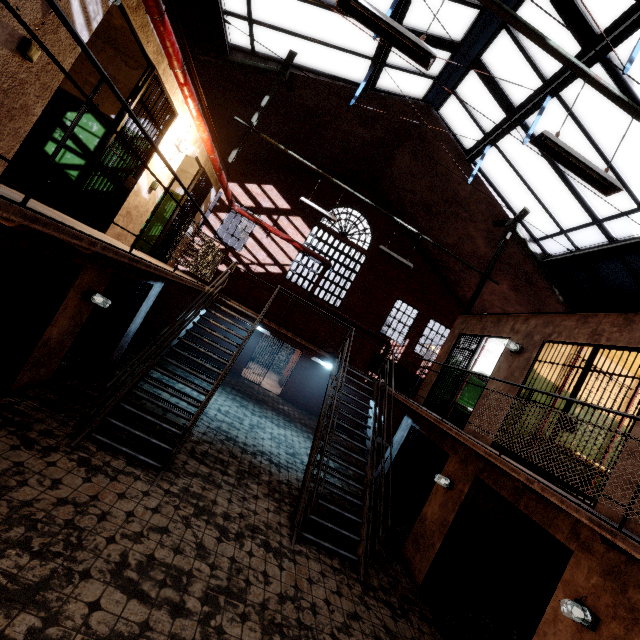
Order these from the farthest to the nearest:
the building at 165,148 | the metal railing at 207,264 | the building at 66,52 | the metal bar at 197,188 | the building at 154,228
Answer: the building at 154,228, the metal bar at 197,188, the building at 165,148, the building at 66,52, the metal railing at 207,264

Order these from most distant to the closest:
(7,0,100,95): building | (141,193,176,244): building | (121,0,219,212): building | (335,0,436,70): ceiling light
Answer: (141,193,176,244): building
(121,0,219,212): building
(335,0,436,70): ceiling light
(7,0,100,95): building

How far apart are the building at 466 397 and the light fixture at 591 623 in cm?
586

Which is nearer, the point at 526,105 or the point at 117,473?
the point at 117,473

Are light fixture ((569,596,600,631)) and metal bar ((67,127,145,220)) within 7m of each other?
no

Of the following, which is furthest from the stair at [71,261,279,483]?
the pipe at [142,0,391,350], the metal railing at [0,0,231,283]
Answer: the pipe at [142,0,391,350]

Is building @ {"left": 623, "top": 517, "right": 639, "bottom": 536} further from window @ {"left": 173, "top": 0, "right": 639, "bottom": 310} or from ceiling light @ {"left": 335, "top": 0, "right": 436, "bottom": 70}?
ceiling light @ {"left": 335, "top": 0, "right": 436, "bottom": 70}

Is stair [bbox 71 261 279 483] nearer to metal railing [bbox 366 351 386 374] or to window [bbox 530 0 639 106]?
metal railing [bbox 366 351 386 374]
